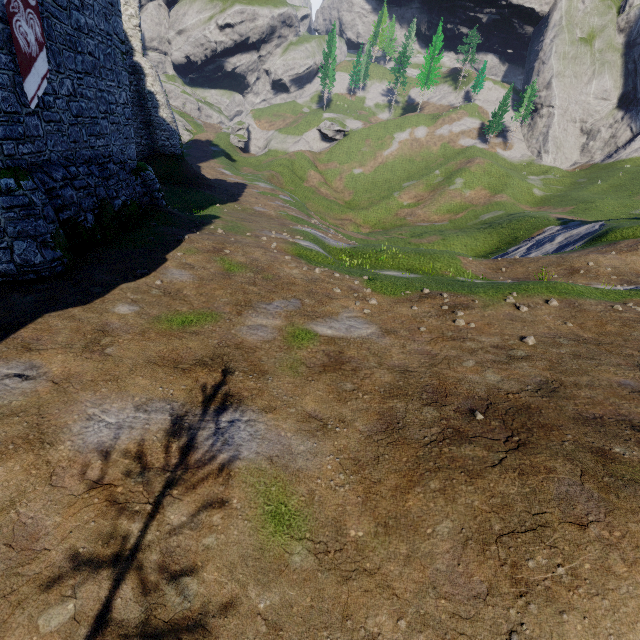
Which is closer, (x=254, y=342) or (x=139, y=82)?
(x=254, y=342)
